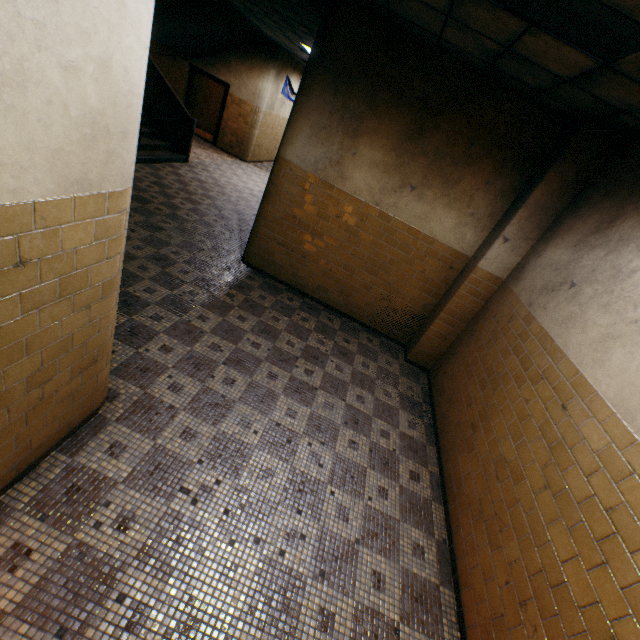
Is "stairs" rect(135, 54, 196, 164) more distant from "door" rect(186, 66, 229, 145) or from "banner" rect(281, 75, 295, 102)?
"banner" rect(281, 75, 295, 102)

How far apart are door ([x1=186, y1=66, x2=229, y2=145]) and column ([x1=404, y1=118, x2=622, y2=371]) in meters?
11.8

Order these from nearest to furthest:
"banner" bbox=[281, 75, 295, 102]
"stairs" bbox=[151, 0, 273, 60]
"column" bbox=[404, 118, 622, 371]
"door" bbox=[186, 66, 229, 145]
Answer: "column" bbox=[404, 118, 622, 371]
"stairs" bbox=[151, 0, 273, 60]
"door" bbox=[186, 66, 229, 145]
"banner" bbox=[281, 75, 295, 102]

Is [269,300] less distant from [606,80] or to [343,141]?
[343,141]

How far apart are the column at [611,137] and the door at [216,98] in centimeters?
1183cm

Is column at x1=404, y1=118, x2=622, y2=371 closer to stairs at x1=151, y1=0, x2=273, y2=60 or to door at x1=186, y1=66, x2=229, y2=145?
stairs at x1=151, y1=0, x2=273, y2=60

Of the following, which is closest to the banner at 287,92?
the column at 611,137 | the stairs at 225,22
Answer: the stairs at 225,22
